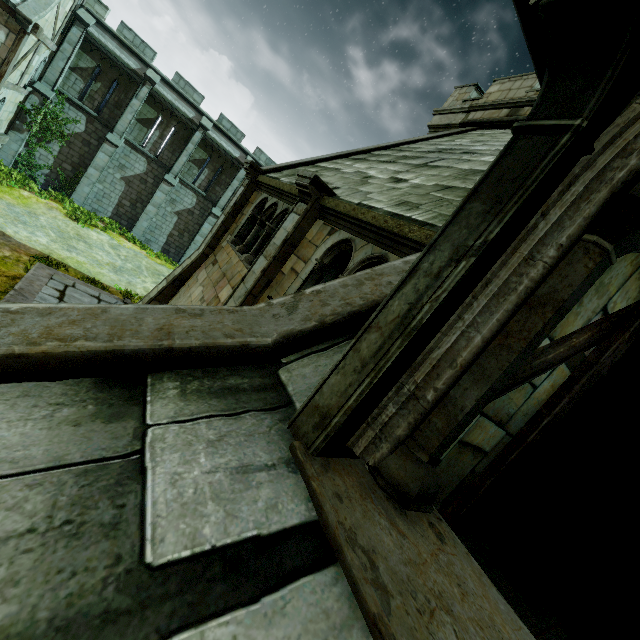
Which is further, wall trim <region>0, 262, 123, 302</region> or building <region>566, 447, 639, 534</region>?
wall trim <region>0, 262, 123, 302</region>

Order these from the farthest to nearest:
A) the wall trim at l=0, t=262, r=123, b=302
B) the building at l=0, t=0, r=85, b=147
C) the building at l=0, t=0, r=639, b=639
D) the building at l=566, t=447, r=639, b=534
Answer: the building at l=0, t=0, r=85, b=147, the wall trim at l=0, t=262, r=123, b=302, the building at l=566, t=447, r=639, b=534, the building at l=0, t=0, r=639, b=639

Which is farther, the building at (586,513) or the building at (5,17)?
the building at (5,17)

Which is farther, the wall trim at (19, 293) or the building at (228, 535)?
the wall trim at (19, 293)

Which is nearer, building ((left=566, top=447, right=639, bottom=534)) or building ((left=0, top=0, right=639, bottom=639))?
building ((left=0, top=0, right=639, bottom=639))

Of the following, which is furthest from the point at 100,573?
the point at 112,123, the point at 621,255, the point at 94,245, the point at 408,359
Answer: the point at 112,123
